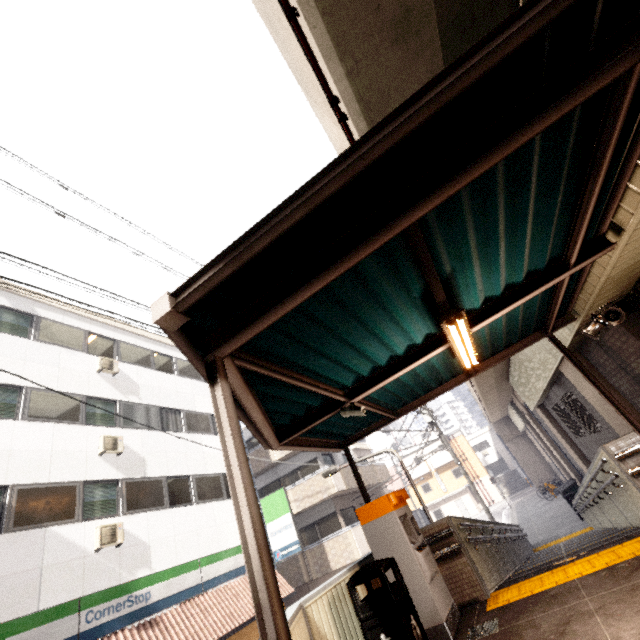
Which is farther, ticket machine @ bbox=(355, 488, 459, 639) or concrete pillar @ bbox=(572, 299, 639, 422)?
concrete pillar @ bbox=(572, 299, 639, 422)

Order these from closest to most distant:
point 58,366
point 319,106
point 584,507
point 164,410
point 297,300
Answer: point 297,300 → point 319,106 → point 58,366 → point 584,507 → point 164,410

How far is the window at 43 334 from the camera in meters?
11.5 m

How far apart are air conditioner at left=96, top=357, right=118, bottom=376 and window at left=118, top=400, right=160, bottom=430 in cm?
97

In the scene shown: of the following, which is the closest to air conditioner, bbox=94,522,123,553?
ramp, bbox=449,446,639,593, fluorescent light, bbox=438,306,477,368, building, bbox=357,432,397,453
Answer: ramp, bbox=449,446,639,593

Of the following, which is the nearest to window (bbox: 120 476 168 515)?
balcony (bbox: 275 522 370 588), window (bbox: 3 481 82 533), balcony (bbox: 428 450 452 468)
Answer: window (bbox: 3 481 82 533)

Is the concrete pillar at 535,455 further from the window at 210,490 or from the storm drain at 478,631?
the storm drain at 478,631

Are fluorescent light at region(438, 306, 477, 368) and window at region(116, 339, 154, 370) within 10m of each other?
no
